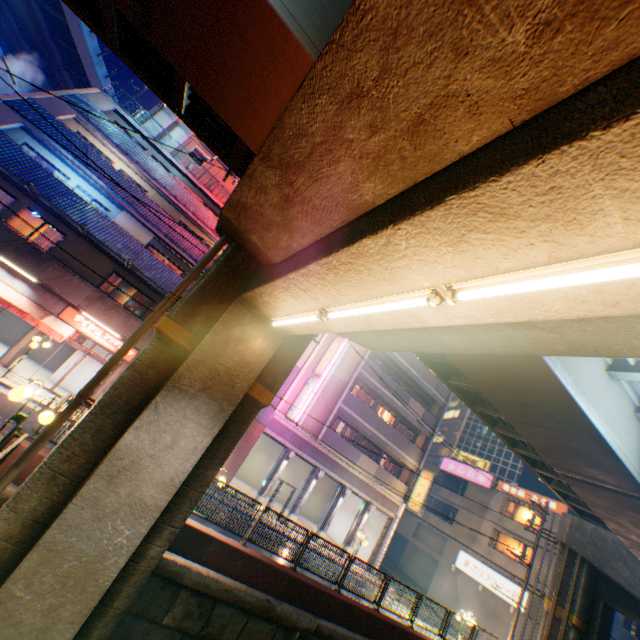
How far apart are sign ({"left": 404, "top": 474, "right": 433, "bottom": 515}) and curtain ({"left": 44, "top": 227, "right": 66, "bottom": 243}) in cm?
2948

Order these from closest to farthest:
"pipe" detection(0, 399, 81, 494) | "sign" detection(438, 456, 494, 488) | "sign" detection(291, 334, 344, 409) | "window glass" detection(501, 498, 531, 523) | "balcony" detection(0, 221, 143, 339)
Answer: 1. "pipe" detection(0, 399, 81, 494)
2. "balcony" detection(0, 221, 143, 339)
3. "sign" detection(291, 334, 344, 409)
4. "window glass" detection(501, 498, 531, 523)
5. "sign" detection(438, 456, 494, 488)

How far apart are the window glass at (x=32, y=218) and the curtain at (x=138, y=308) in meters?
5.1 m

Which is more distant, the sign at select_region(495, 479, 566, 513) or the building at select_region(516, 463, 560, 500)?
the building at select_region(516, 463, 560, 500)

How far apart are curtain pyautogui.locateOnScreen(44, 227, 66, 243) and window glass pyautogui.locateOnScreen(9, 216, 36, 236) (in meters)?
0.03

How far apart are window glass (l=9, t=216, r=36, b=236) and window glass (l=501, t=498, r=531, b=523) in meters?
41.3

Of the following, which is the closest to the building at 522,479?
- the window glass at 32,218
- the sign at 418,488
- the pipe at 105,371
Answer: the sign at 418,488

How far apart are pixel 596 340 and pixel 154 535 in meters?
8.4
